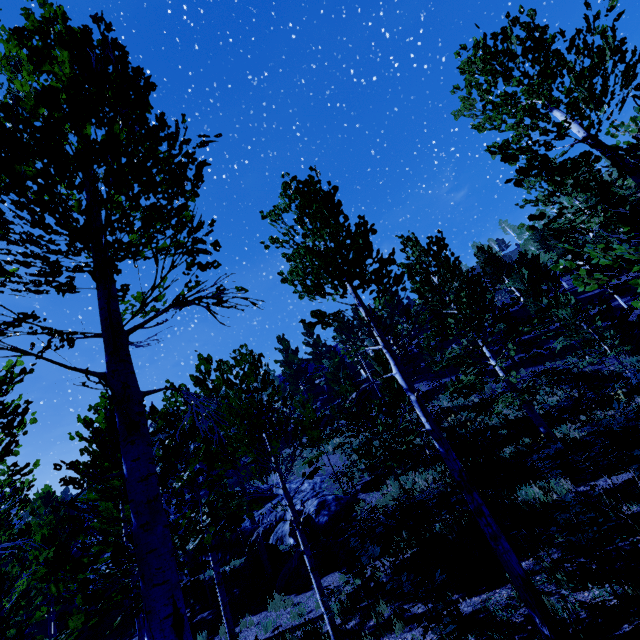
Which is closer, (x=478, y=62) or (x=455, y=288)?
(x=478, y=62)

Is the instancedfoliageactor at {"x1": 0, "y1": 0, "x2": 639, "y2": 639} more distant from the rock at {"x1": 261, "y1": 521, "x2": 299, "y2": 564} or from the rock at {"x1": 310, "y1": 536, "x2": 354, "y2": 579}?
the rock at {"x1": 310, "y1": 536, "x2": 354, "y2": 579}

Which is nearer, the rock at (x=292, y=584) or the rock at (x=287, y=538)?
the rock at (x=292, y=584)

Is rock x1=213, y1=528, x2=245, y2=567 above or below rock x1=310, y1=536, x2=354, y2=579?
above

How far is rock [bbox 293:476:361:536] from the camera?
15.9 meters

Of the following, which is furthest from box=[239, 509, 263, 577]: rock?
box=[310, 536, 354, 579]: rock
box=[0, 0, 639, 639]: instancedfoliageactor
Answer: box=[310, 536, 354, 579]: rock

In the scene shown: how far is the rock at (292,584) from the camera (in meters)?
11.74
